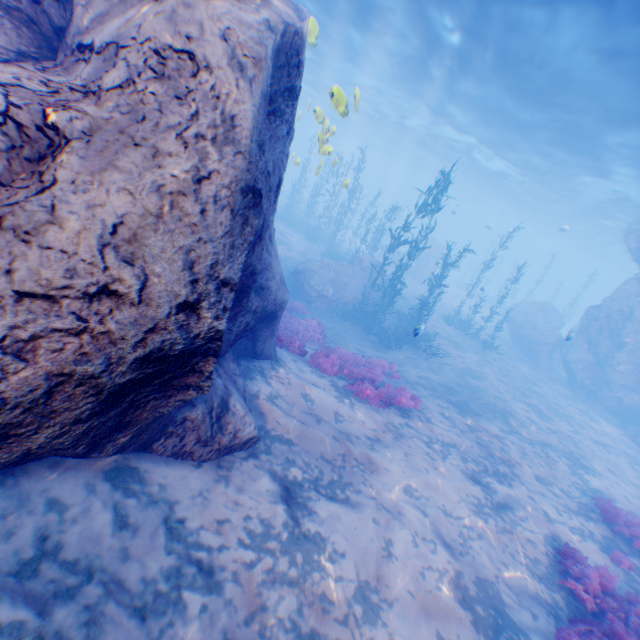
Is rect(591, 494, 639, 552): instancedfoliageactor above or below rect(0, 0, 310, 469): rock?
below

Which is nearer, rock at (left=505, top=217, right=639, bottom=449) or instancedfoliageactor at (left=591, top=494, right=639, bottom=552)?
instancedfoliageactor at (left=591, top=494, right=639, bottom=552)

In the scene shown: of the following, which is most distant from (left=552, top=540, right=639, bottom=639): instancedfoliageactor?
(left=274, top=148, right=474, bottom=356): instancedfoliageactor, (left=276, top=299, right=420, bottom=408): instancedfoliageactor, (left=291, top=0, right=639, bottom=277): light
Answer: (left=274, top=148, right=474, bottom=356): instancedfoliageactor

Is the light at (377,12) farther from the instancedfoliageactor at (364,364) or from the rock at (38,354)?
the instancedfoliageactor at (364,364)

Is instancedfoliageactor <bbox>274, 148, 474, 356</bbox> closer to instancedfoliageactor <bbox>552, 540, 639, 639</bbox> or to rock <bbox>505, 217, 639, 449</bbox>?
rock <bbox>505, 217, 639, 449</bbox>

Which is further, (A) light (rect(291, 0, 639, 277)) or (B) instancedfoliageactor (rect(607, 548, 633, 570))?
(A) light (rect(291, 0, 639, 277))

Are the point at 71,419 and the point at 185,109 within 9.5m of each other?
yes

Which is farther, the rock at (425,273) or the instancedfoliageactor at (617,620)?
the rock at (425,273)
